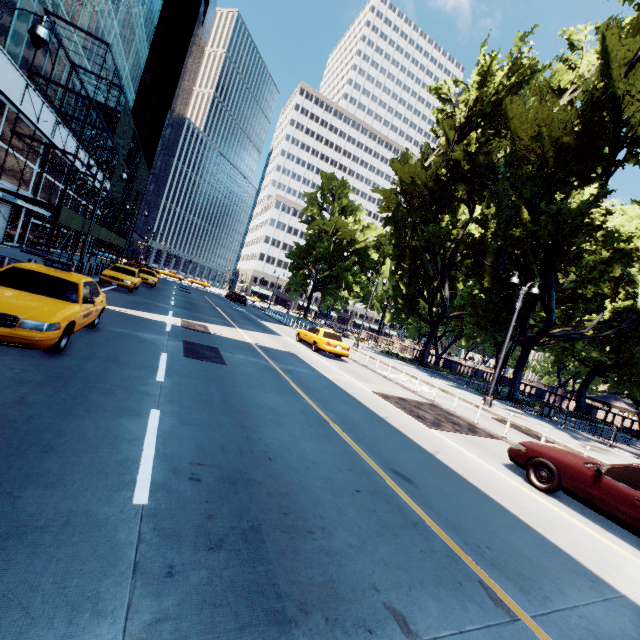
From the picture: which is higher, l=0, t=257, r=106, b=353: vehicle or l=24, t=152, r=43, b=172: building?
l=24, t=152, r=43, b=172: building

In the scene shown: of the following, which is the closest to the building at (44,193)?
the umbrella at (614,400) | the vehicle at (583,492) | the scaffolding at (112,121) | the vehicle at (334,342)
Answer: the scaffolding at (112,121)

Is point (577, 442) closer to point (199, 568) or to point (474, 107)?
point (199, 568)

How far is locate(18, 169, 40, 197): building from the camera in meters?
24.8

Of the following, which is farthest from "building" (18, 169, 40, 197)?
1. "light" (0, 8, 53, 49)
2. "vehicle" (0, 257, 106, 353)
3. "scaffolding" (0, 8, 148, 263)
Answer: "vehicle" (0, 257, 106, 353)

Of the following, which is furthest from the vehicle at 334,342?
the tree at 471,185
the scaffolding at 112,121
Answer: the scaffolding at 112,121

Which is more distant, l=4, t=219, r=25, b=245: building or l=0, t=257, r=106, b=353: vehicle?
l=4, t=219, r=25, b=245: building

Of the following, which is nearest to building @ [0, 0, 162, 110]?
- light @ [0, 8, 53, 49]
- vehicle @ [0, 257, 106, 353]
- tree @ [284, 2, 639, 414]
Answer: light @ [0, 8, 53, 49]
